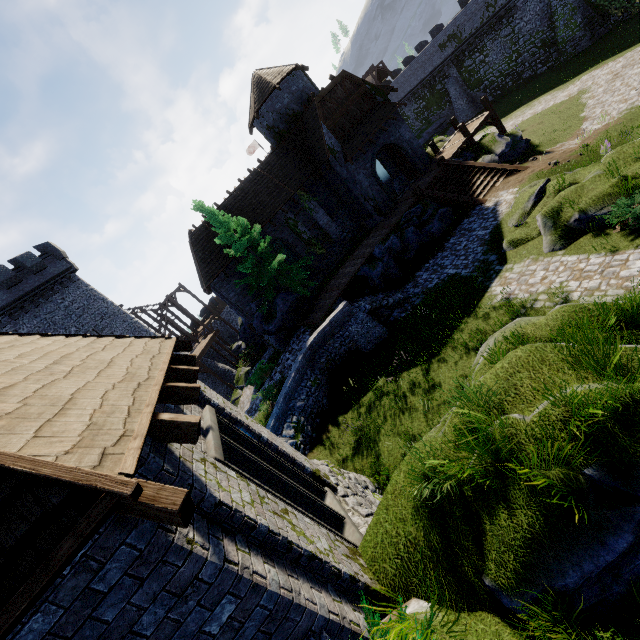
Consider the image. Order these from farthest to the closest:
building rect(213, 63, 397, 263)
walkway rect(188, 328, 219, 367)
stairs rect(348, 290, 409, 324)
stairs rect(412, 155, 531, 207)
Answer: walkway rect(188, 328, 219, 367)
building rect(213, 63, 397, 263)
stairs rect(412, 155, 531, 207)
stairs rect(348, 290, 409, 324)

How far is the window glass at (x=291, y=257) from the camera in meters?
24.4 m

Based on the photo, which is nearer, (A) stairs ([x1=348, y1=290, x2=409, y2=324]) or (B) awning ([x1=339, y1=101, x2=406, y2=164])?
(A) stairs ([x1=348, y1=290, x2=409, y2=324])

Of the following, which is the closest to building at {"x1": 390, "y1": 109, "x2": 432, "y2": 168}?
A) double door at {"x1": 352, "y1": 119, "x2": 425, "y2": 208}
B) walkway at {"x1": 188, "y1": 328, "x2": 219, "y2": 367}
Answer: double door at {"x1": 352, "y1": 119, "x2": 425, "y2": 208}

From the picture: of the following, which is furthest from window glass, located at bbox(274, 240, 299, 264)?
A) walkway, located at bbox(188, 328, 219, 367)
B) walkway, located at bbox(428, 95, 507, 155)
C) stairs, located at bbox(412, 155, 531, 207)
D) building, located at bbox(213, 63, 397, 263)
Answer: walkway, located at bbox(188, 328, 219, 367)

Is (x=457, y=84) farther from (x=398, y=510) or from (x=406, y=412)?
(x=398, y=510)

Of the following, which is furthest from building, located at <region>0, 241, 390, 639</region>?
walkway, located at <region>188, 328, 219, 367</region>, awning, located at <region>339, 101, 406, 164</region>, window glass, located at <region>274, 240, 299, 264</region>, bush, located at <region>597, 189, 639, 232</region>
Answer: awning, located at <region>339, 101, 406, 164</region>

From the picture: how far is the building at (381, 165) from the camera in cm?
2670
